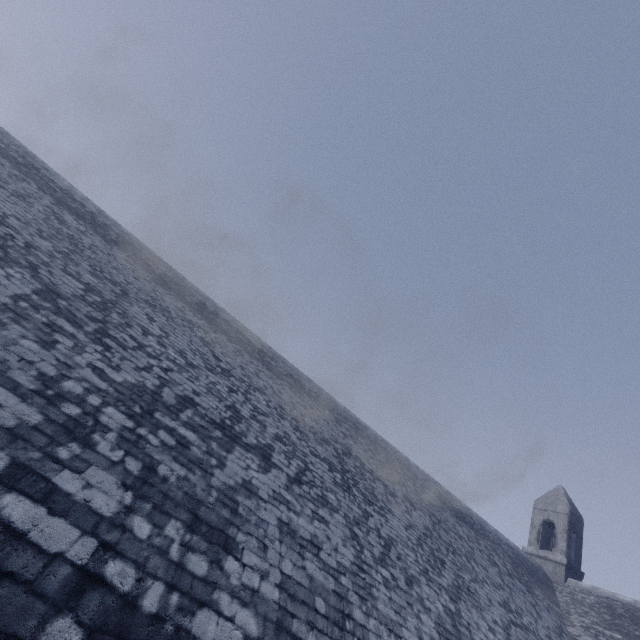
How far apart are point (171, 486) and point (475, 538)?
11.6m
